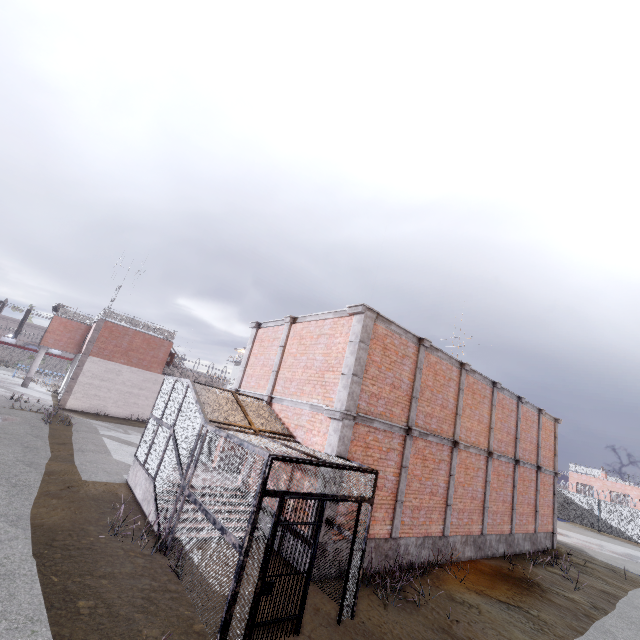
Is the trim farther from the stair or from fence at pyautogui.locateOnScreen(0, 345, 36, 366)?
fence at pyautogui.locateOnScreen(0, 345, 36, 366)

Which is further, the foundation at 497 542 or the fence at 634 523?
the fence at 634 523

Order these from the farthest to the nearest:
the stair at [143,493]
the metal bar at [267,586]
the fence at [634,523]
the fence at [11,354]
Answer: the fence at [11,354], the fence at [634,523], the stair at [143,493], the metal bar at [267,586]

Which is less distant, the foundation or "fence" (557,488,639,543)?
the foundation

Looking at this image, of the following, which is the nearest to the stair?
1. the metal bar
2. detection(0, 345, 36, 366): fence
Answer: the metal bar

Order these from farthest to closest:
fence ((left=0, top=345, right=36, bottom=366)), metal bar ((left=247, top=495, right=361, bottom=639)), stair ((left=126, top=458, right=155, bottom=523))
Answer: fence ((left=0, top=345, right=36, bottom=366)), stair ((left=126, top=458, right=155, bottom=523)), metal bar ((left=247, top=495, right=361, bottom=639))

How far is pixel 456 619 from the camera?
7.6m

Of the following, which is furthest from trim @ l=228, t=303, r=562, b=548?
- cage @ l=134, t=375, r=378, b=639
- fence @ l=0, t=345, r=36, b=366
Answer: fence @ l=0, t=345, r=36, b=366
